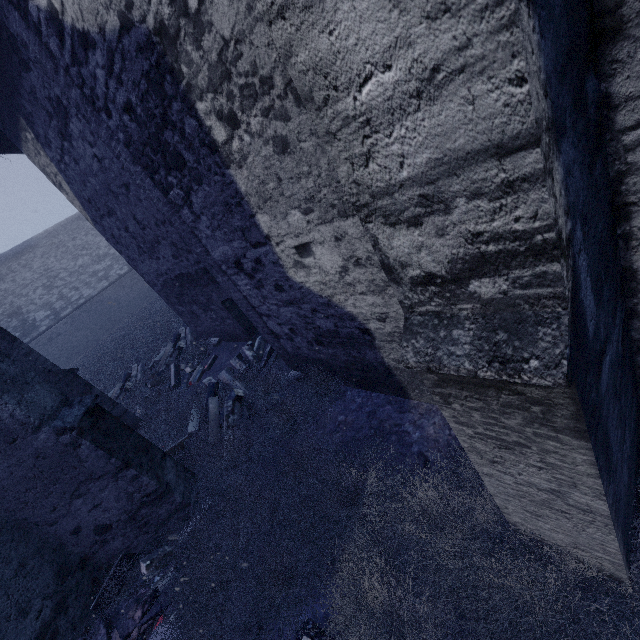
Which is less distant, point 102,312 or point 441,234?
point 441,234
